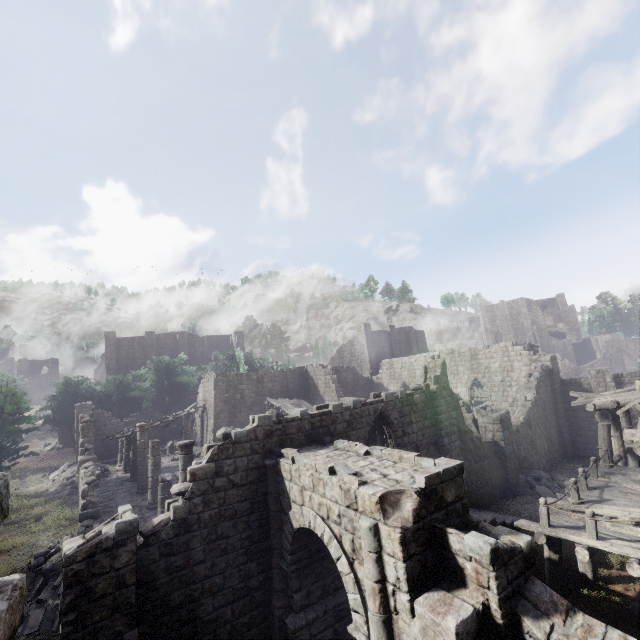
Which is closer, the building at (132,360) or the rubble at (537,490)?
the rubble at (537,490)

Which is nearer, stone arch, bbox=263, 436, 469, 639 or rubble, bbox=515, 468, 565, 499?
stone arch, bbox=263, 436, 469, 639

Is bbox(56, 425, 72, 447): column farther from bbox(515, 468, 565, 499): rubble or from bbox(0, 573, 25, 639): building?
bbox(515, 468, 565, 499): rubble

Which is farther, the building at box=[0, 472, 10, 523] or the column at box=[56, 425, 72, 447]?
the column at box=[56, 425, 72, 447]

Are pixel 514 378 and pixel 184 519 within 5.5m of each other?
no

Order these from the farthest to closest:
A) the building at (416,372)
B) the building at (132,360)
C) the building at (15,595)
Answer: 1. the building at (132,360)
2. the building at (416,372)
3. the building at (15,595)

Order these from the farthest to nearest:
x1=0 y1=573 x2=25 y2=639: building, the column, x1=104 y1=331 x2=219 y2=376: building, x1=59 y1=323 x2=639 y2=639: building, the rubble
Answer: x1=104 y1=331 x2=219 y2=376: building
the column
the rubble
x1=59 y1=323 x2=639 y2=639: building
x1=0 y1=573 x2=25 y2=639: building

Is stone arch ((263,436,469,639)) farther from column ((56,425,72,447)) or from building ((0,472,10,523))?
column ((56,425,72,447))
